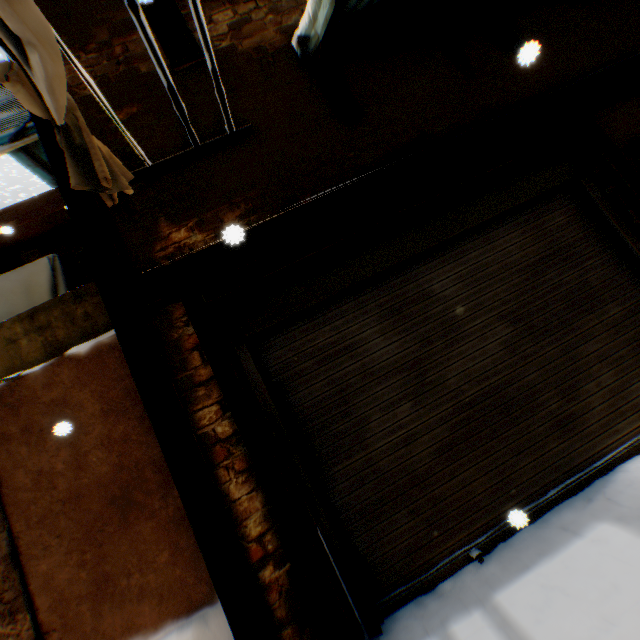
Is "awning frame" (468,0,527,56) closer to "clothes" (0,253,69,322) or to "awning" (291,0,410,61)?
"awning" (291,0,410,61)

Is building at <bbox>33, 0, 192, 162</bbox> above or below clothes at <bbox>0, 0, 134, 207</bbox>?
above

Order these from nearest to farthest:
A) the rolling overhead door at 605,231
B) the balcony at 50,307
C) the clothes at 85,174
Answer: the clothes at 85,174
the rolling overhead door at 605,231
the balcony at 50,307

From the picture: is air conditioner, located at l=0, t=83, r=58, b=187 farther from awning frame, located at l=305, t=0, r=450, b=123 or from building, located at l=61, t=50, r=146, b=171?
awning frame, located at l=305, t=0, r=450, b=123

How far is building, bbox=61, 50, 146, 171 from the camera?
3.0 meters

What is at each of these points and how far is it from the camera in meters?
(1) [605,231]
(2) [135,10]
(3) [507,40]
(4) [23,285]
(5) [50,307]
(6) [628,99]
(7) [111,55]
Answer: (1) rolling overhead door, 3.3 m
(2) dryer, 1.9 m
(3) awning frame, 3.4 m
(4) clothes, 5.1 m
(5) balcony, 4.1 m
(6) building, 3.3 m
(7) building, 3.3 m

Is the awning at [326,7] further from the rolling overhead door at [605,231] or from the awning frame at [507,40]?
the rolling overhead door at [605,231]

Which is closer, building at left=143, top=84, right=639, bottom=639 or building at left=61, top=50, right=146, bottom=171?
building at left=143, top=84, right=639, bottom=639
